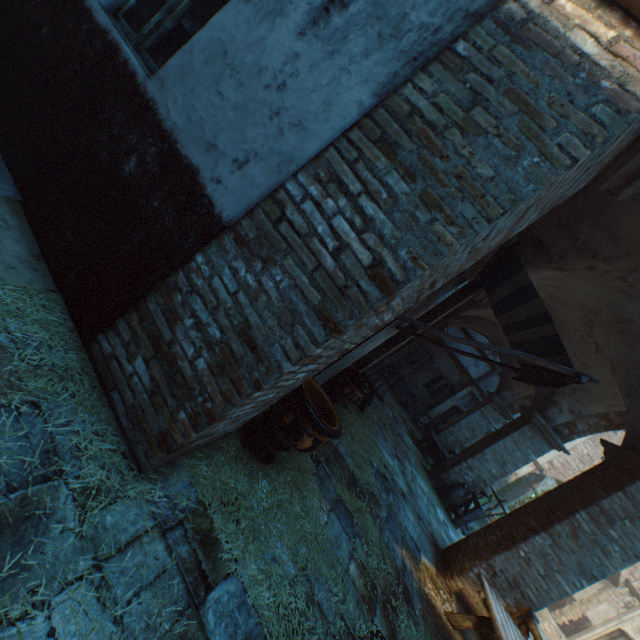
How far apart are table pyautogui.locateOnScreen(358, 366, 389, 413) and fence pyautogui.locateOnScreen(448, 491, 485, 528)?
4.03m

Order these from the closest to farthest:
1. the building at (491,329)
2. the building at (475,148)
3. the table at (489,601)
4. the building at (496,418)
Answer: the building at (475,148)
the table at (489,601)
the building at (491,329)
the building at (496,418)

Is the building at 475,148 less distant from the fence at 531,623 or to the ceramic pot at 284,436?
the fence at 531,623

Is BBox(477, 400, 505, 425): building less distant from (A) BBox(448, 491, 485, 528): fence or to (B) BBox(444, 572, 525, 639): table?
(A) BBox(448, 491, 485, 528): fence

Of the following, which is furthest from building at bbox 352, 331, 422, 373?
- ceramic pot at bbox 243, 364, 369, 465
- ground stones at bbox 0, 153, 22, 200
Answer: A: ceramic pot at bbox 243, 364, 369, 465

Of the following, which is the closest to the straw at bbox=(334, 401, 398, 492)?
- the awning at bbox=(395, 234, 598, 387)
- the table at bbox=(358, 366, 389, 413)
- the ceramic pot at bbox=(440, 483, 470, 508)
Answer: the table at bbox=(358, 366, 389, 413)

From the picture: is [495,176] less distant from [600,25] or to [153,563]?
[600,25]

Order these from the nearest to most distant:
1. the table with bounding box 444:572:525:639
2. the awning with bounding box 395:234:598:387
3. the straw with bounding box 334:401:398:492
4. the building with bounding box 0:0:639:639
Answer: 1. the building with bounding box 0:0:639:639
2. the awning with bounding box 395:234:598:387
3. the table with bounding box 444:572:525:639
4. the straw with bounding box 334:401:398:492
